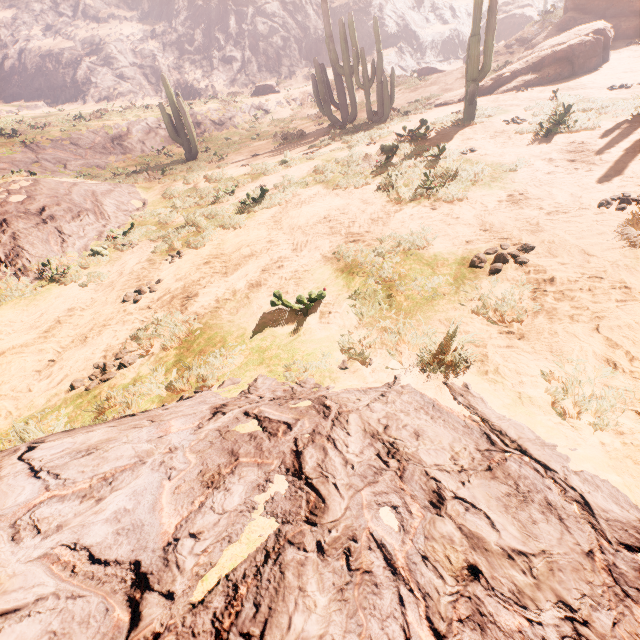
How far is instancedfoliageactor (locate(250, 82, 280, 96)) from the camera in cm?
2984

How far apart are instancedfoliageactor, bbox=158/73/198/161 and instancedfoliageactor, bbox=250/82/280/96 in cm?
1568

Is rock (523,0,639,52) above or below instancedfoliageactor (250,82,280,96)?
below

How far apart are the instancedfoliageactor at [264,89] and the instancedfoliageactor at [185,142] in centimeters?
1568cm

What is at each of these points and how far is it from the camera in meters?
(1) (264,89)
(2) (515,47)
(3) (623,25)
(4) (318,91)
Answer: (1) instancedfoliageactor, 30.0
(2) z, 20.2
(3) rock, 14.8
(4) instancedfoliageactor, 17.4

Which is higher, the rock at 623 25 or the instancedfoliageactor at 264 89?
the instancedfoliageactor at 264 89

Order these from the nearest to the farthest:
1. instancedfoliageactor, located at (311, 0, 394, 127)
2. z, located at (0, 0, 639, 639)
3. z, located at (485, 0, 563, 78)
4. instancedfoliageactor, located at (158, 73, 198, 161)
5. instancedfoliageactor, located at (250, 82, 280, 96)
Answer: z, located at (0, 0, 639, 639)
instancedfoliageactor, located at (311, 0, 394, 127)
instancedfoliageactor, located at (158, 73, 198, 161)
z, located at (485, 0, 563, 78)
instancedfoliageactor, located at (250, 82, 280, 96)

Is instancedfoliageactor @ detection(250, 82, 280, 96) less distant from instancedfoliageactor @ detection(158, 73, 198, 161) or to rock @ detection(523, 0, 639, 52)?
instancedfoliageactor @ detection(158, 73, 198, 161)
